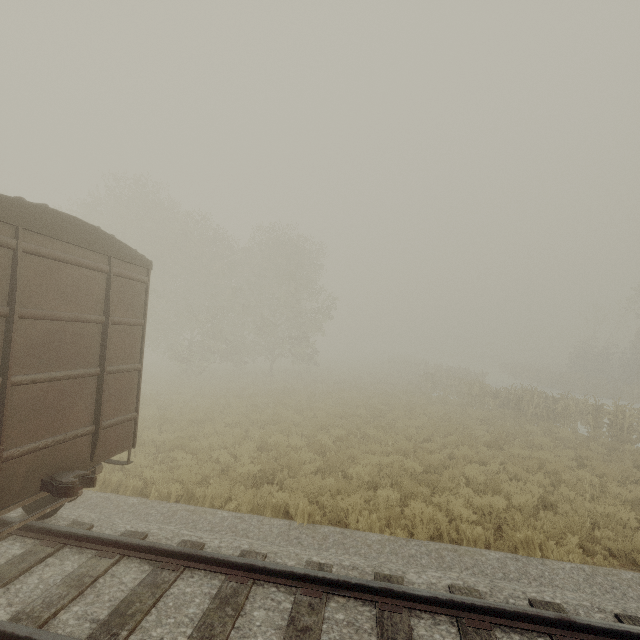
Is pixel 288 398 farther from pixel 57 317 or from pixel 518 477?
pixel 57 317
